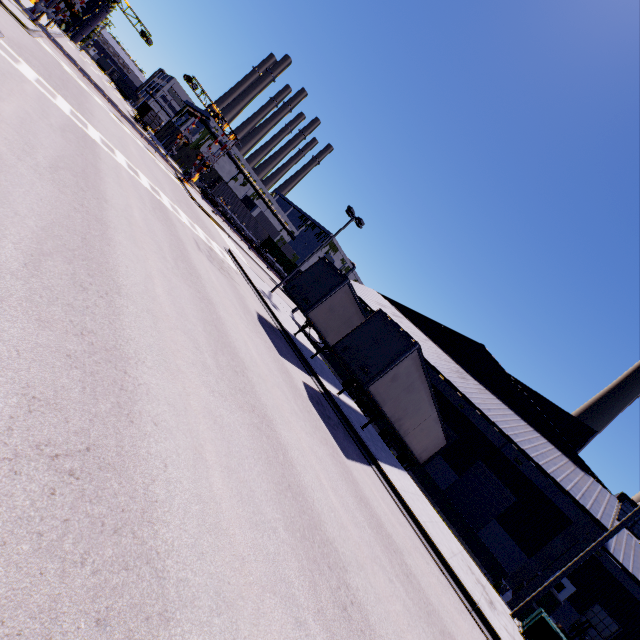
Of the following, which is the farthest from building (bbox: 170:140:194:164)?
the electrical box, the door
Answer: the electrical box

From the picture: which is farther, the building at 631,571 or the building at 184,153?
the building at 184,153

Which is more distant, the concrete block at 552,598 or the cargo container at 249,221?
the cargo container at 249,221

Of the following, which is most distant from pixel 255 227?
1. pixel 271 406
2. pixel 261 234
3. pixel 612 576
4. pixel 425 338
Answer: pixel 612 576

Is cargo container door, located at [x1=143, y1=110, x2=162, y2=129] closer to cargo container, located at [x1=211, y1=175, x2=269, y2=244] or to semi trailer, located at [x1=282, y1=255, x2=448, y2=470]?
cargo container, located at [x1=211, y1=175, x2=269, y2=244]

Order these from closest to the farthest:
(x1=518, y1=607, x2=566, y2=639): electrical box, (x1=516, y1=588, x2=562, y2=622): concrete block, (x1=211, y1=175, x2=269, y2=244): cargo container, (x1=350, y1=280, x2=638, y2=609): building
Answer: (x1=518, y1=607, x2=566, y2=639): electrical box, (x1=516, y1=588, x2=562, y2=622): concrete block, (x1=350, y1=280, x2=638, y2=609): building, (x1=211, y1=175, x2=269, y2=244): cargo container

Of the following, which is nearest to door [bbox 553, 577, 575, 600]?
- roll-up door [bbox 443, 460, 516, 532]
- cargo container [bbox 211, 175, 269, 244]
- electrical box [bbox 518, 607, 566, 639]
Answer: roll-up door [bbox 443, 460, 516, 532]

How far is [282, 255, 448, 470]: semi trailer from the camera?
13.1 meters
